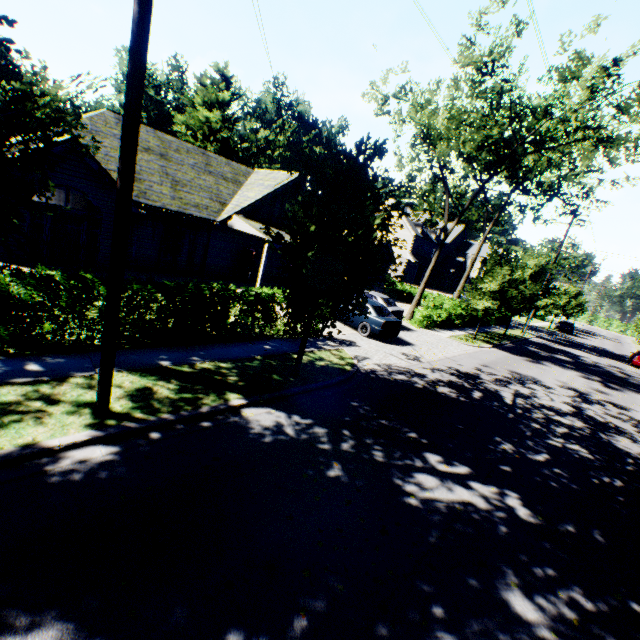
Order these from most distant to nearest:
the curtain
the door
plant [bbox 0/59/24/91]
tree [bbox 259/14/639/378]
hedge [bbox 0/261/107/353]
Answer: plant [bbox 0/59/24/91] < the door < the curtain < tree [bbox 259/14/639/378] < hedge [bbox 0/261/107/353]

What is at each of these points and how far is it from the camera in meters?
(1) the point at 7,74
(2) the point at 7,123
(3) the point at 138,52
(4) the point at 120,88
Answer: (1) plant, 51.1
(2) tree, 2.8
(3) power line pole, 4.3
(4) plant, 54.3

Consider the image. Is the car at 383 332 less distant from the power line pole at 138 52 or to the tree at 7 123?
the tree at 7 123

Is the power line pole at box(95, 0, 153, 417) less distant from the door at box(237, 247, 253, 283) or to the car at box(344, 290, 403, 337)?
the car at box(344, 290, 403, 337)

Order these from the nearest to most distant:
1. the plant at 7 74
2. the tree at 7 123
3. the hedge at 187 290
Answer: the tree at 7 123
the hedge at 187 290
the plant at 7 74

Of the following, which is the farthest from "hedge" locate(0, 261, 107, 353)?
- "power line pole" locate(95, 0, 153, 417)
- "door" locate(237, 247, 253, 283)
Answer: "door" locate(237, 247, 253, 283)

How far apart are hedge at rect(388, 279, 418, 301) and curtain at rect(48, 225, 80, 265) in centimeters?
2882cm

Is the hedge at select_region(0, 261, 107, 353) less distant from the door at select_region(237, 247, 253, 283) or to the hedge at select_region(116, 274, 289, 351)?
the hedge at select_region(116, 274, 289, 351)
